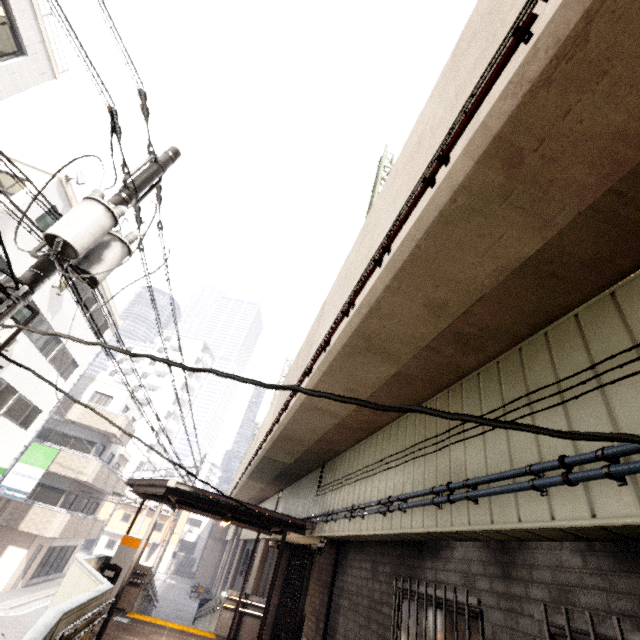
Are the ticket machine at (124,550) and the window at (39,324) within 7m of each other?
no

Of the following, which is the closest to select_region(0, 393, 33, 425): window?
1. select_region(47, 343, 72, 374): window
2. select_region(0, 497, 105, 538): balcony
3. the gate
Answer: select_region(47, 343, 72, 374): window

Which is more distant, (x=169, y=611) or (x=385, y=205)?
(x=169, y=611)

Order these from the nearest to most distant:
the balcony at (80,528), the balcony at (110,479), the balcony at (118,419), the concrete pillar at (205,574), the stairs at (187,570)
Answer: the balcony at (80,528), the balcony at (110,479), the balcony at (118,419), the concrete pillar at (205,574), the stairs at (187,570)

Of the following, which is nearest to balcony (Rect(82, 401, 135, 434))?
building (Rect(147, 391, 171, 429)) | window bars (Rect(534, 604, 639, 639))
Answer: window bars (Rect(534, 604, 639, 639))

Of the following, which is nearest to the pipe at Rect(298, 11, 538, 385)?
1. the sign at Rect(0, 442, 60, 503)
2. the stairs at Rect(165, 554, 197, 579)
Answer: the sign at Rect(0, 442, 60, 503)

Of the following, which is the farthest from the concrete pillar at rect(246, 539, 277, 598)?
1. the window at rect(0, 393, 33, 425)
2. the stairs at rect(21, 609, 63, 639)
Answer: the window at rect(0, 393, 33, 425)

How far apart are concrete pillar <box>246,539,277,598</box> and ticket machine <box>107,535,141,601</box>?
4.68m
